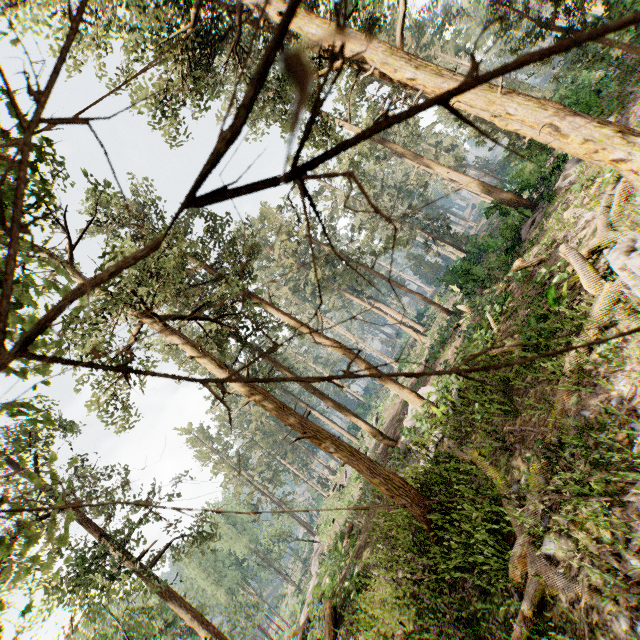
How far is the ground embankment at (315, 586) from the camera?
19.0 meters

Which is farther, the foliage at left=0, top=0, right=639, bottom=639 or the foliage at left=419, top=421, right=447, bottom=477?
the foliage at left=419, top=421, right=447, bottom=477

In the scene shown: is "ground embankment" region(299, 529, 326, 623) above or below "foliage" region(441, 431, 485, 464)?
below

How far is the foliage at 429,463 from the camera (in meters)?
11.28

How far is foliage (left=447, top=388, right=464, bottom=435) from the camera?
11.2m

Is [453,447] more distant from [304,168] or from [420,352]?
[420,352]
